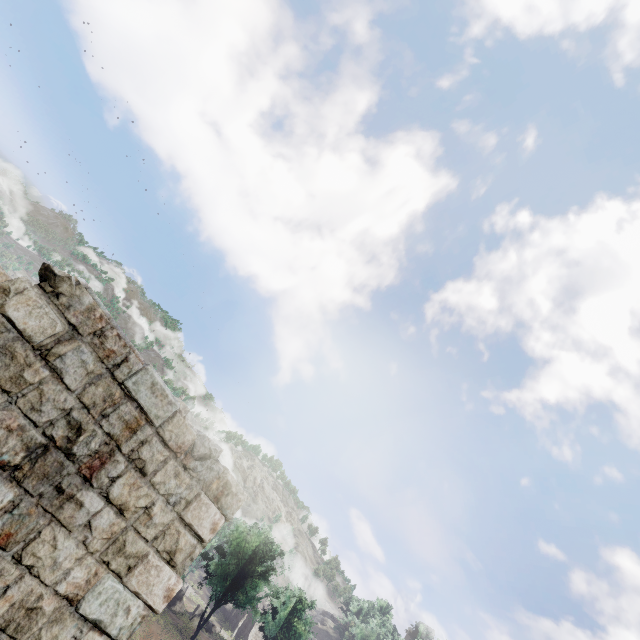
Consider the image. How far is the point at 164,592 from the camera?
4.2 meters

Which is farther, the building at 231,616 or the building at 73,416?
the building at 231,616

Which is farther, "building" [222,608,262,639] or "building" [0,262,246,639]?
"building" [222,608,262,639]
